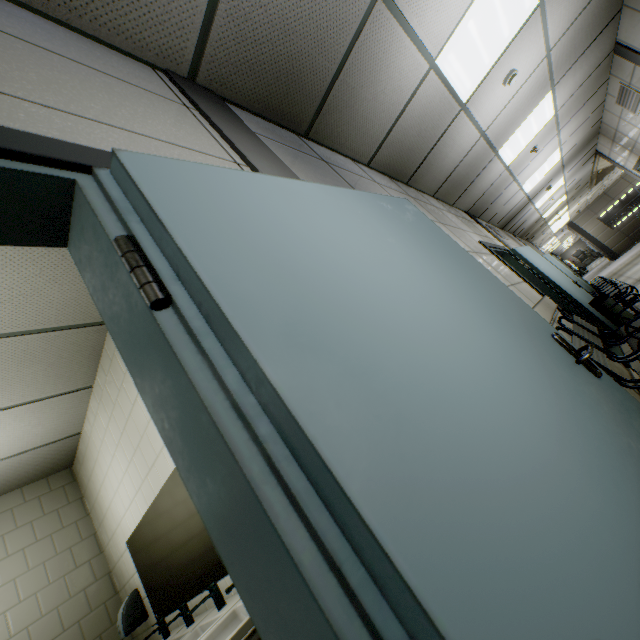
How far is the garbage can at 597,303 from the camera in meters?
5.0

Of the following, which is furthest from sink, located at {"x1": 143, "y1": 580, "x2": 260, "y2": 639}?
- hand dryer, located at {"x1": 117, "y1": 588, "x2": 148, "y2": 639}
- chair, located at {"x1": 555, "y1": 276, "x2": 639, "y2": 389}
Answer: chair, located at {"x1": 555, "y1": 276, "x2": 639, "y2": 389}

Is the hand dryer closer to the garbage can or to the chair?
the chair

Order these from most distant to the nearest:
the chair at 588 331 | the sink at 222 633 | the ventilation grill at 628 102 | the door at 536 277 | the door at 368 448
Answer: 1. the ventilation grill at 628 102
2. the door at 536 277
3. the chair at 588 331
4. the sink at 222 633
5. the door at 368 448

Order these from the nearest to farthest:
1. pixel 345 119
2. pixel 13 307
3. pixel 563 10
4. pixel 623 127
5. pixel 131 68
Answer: pixel 131 68
pixel 13 307
pixel 345 119
pixel 563 10
pixel 623 127

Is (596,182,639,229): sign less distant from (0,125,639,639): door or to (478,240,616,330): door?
(478,240,616,330): door

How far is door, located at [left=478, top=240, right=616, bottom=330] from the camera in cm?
476

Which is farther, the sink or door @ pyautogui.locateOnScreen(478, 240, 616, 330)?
door @ pyautogui.locateOnScreen(478, 240, 616, 330)
